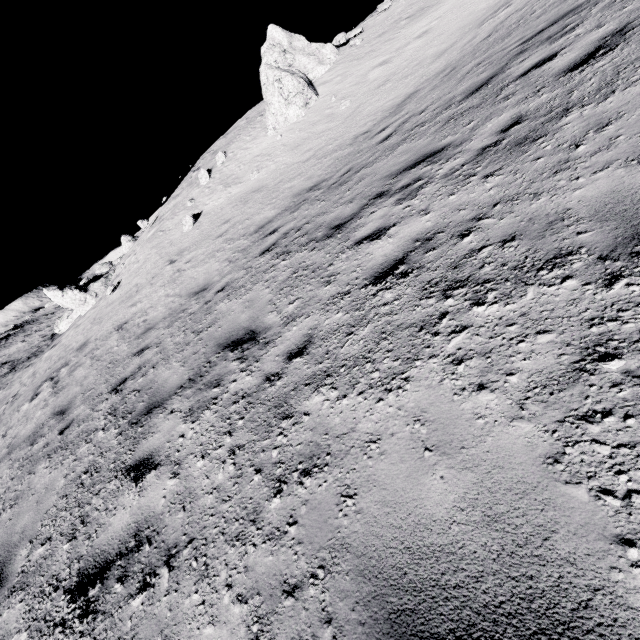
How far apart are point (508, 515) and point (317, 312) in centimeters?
280cm

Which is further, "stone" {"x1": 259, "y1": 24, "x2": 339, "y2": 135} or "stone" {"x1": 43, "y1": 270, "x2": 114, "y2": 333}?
"stone" {"x1": 43, "y1": 270, "x2": 114, "y2": 333}

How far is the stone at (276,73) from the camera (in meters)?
14.07

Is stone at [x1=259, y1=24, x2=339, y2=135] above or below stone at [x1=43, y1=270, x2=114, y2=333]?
above

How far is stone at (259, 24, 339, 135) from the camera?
14.1 meters

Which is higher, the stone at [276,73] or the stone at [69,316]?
the stone at [276,73]

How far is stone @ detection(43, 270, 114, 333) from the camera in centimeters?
1975cm
